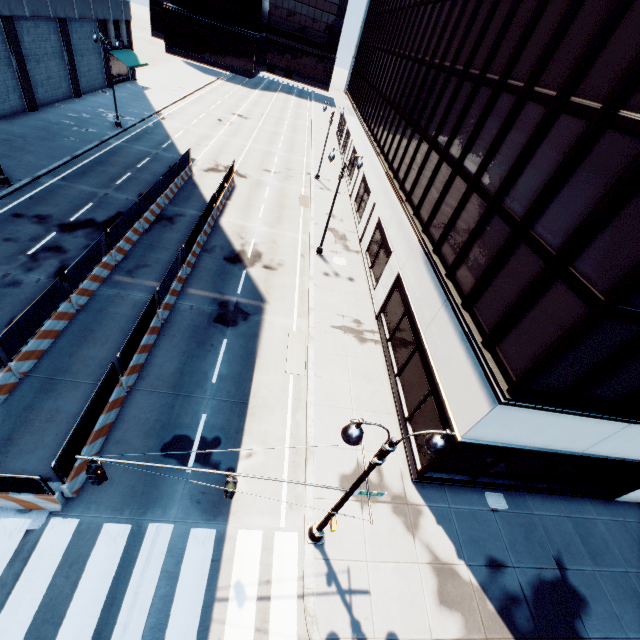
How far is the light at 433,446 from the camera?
6.4m

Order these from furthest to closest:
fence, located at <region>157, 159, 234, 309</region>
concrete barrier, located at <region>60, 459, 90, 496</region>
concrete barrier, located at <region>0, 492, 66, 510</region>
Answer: fence, located at <region>157, 159, 234, 309</region> < concrete barrier, located at <region>60, 459, 90, 496</region> < concrete barrier, located at <region>0, 492, 66, 510</region>

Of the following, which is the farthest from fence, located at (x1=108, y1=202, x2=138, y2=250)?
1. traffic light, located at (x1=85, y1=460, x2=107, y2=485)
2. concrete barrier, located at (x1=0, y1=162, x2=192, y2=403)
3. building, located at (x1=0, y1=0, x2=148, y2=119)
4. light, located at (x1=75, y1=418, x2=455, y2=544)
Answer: building, located at (x1=0, y1=0, x2=148, y2=119)

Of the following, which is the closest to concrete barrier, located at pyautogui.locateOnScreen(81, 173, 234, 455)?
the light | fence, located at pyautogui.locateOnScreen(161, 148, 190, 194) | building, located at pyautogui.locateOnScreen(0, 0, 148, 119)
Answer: fence, located at pyautogui.locateOnScreen(161, 148, 190, 194)

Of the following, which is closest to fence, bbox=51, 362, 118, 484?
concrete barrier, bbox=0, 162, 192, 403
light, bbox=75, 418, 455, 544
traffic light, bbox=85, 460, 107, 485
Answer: concrete barrier, bbox=0, 162, 192, 403

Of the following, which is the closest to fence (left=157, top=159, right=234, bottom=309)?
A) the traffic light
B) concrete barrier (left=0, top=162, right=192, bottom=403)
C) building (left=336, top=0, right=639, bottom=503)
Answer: concrete barrier (left=0, top=162, right=192, bottom=403)

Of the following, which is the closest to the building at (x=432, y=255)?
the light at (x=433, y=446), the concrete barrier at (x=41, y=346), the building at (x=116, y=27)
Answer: the light at (x=433, y=446)

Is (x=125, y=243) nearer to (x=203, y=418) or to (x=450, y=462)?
(x=203, y=418)
